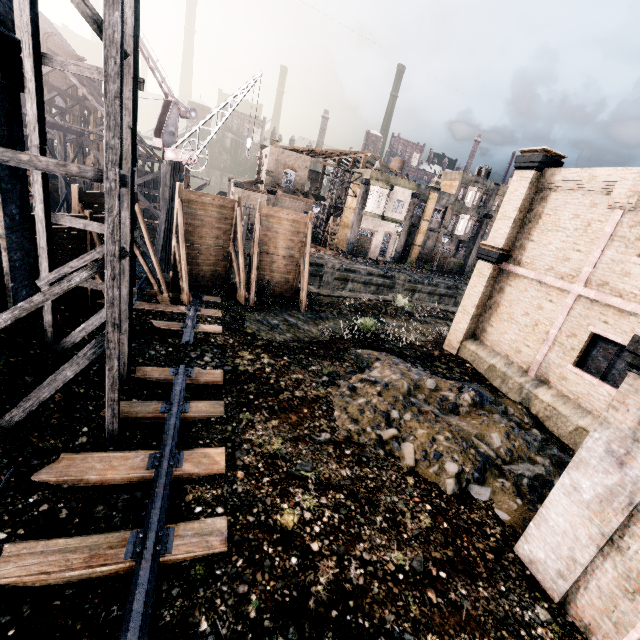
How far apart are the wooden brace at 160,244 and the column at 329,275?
14.5m

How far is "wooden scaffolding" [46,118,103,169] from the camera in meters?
22.9

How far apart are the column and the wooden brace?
14.5 meters

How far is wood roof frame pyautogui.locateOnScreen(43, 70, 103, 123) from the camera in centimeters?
3356cm

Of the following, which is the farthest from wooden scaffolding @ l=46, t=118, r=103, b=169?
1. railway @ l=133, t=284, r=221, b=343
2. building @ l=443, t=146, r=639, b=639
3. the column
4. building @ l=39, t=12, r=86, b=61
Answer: building @ l=443, t=146, r=639, b=639

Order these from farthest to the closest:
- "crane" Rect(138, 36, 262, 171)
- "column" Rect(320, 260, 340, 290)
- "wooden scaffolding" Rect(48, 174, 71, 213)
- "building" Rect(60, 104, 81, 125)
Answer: "building" Rect(60, 104, 81, 125), "column" Rect(320, 260, 340, 290), "wooden scaffolding" Rect(48, 174, 71, 213), "crane" Rect(138, 36, 262, 171)

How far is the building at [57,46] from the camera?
→ 46.3 meters

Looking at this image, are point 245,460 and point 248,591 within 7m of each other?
yes
